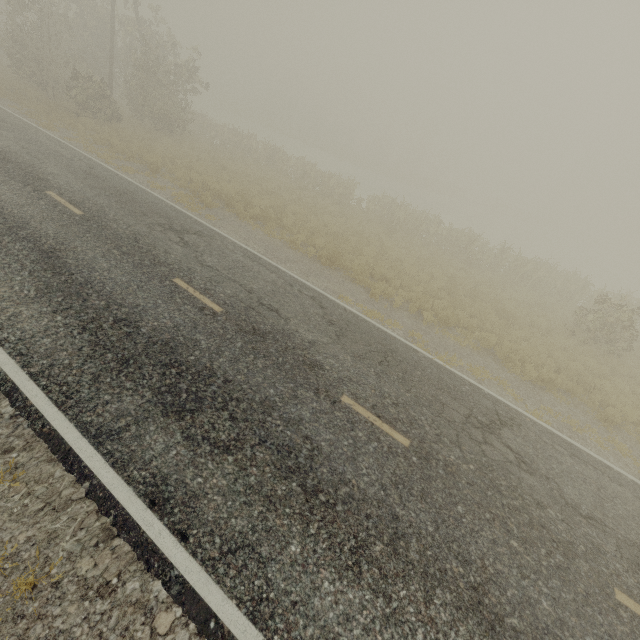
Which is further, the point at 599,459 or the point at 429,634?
the point at 599,459
